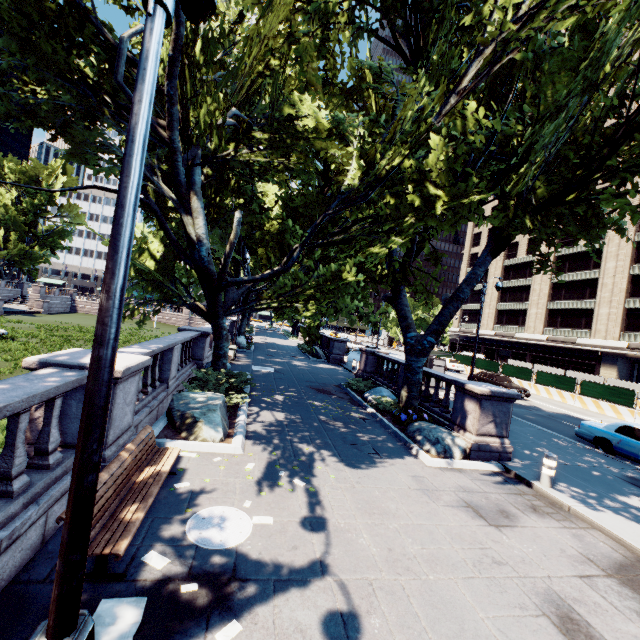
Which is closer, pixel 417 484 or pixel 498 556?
pixel 498 556

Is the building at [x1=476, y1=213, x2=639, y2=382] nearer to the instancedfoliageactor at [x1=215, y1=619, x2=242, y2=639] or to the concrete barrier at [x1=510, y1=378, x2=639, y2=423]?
the concrete barrier at [x1=510, y1=378, x2=639, y2=423]

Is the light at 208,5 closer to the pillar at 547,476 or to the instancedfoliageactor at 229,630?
the instancedfoliageactor at 229,630

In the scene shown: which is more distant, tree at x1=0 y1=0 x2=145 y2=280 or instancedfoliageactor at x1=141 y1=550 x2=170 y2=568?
tree at x1=0 y1=0 x2=145 y2=280

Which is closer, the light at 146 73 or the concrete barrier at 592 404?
the light at 146 73

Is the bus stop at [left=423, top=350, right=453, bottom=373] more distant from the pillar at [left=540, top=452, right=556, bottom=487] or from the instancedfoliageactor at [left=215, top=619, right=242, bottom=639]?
the instancedfoliageactor at [left=215, top=619, right=242, bottom=639]

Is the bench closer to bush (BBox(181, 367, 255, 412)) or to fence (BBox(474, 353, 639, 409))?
bush (BBox(181, 367, 255, 412))

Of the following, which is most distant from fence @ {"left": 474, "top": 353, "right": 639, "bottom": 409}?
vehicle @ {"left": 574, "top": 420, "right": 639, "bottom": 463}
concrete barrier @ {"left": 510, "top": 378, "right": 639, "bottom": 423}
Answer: vehicle @ {"left": 574, "top": 420, "right": 639, "bottom": 463}
